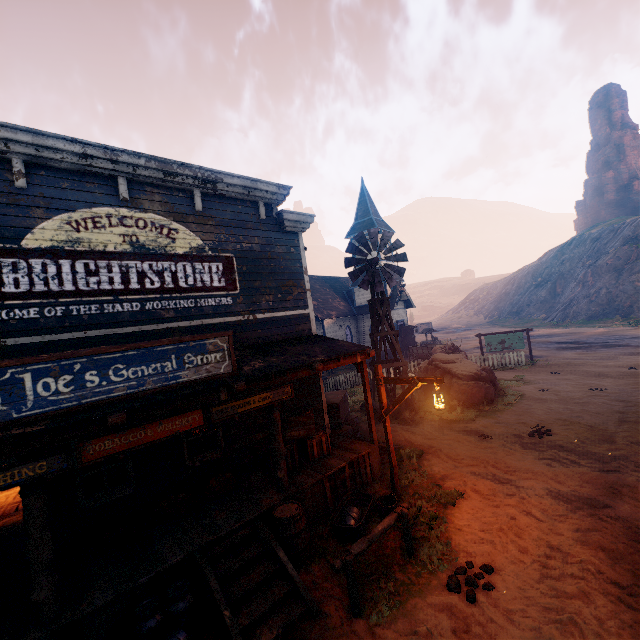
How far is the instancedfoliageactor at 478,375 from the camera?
13.96m

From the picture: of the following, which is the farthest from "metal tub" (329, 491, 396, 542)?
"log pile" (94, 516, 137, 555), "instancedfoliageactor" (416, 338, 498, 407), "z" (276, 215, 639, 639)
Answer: "instancedfoliageactor" (416, 338, 498, 407)

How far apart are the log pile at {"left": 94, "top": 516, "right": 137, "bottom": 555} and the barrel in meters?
2.6 m

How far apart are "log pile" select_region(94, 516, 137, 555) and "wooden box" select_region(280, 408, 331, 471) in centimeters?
293cm

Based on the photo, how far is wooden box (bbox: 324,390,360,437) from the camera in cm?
1120

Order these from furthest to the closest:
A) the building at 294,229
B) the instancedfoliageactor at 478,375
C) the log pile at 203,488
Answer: the instancedfoliageactor at 478,375 → the log pile at 203,488 → the building at 294,229

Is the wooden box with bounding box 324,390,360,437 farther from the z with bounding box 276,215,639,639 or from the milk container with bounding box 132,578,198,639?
the milk container with bounding box 132,578,198,639

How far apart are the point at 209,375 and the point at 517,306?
65.0m
